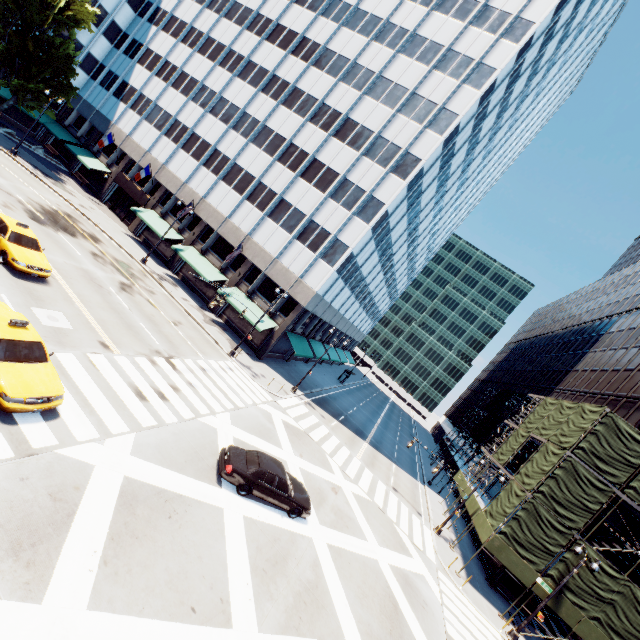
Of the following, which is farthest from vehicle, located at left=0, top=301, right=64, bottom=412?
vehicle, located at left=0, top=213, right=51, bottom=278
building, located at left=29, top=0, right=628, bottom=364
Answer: building, located at left=29, top=0, right=628, bottom=364

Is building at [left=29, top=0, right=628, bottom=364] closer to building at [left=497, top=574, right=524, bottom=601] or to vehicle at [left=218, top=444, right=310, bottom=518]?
vehicle at [left=218, top=444, right=310, bottom=518]

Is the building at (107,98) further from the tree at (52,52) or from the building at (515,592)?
the building at (515,592)

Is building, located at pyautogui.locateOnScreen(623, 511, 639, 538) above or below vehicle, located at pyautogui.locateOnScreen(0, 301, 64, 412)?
above

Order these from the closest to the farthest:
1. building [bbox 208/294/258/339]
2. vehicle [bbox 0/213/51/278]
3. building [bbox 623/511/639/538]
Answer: vehicle [bbox 0/213/51/278], building [bbox 623/511/639/538], building [bbox 208/294/258/339]

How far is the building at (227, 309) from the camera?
31.5 meters

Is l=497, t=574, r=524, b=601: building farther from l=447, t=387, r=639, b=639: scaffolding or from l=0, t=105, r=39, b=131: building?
l=0, t=105, r=39, b=131: building

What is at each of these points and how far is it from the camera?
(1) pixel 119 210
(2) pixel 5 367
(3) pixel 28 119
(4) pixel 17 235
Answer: (1) door, 41.5 meters
(2) vehicle, 10.0 meters
(3) building, 44.7 meters
(4) vehicle, 16.7 meters
